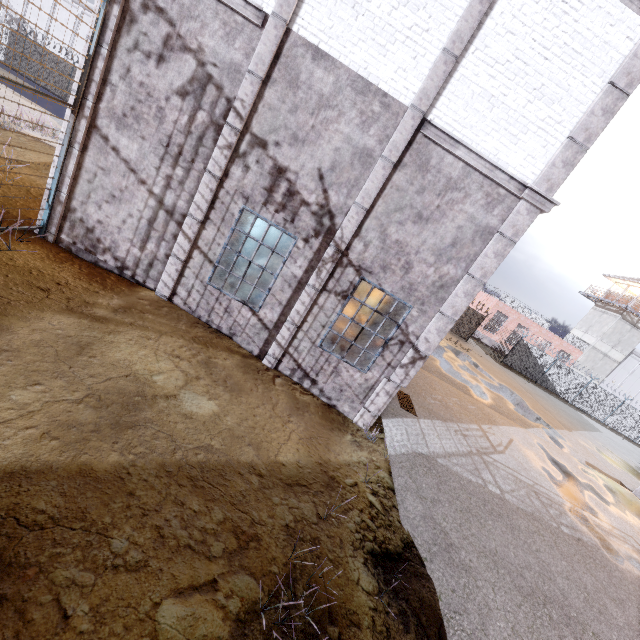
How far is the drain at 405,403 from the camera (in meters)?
9.36

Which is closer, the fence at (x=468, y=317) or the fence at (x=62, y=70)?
the fence at (x=62, y=70)

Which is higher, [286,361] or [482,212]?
[482,212]

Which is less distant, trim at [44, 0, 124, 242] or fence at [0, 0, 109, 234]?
fence at [0, 0, 109, 234]

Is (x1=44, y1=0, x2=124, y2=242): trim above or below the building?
below

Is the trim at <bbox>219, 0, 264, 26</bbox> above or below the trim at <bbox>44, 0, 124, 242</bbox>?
above

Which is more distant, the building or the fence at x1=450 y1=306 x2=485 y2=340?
the building

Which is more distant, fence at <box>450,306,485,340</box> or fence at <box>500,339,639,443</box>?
fence at <box>500,339,639,443</box>
